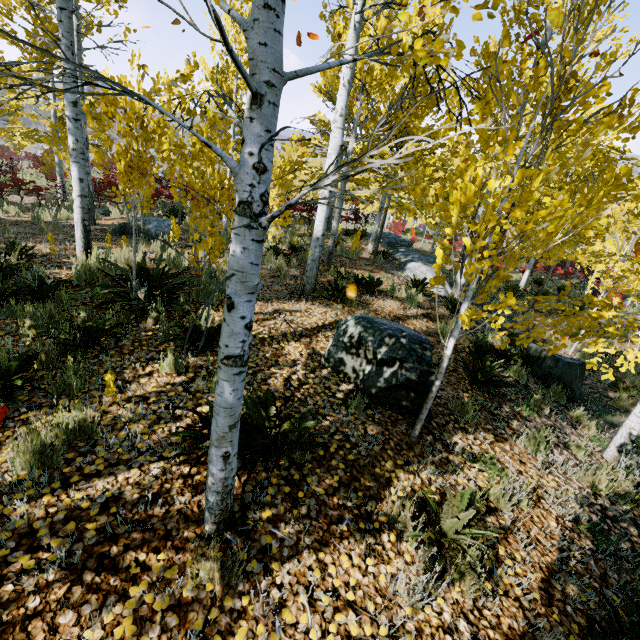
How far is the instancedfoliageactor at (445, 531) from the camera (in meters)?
2.28

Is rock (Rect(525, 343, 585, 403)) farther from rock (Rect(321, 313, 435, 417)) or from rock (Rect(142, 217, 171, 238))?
rock (Rect(142, 217, 171, 238))

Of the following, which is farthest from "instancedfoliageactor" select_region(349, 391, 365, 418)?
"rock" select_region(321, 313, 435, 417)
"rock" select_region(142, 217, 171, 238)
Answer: "rock" select_region(321, 313, 435, 417)

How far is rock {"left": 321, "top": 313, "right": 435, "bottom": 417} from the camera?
3.9m

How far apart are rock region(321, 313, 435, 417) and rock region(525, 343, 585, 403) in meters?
3.6

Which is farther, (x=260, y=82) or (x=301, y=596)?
(x=301, y=596)

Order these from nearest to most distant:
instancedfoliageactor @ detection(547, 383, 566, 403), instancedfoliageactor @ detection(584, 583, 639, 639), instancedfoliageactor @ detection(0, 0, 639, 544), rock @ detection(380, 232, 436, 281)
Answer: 1. instancedfoliageactor @ detection(0, 0, 639, 544)
2. instancedfoliageactor @ detection(584, 583, 639, 639)
3. instancedfoliageactor @ detection(547, 383, 566, 403)
4. rock @ detection(380, 232, 436, 281)

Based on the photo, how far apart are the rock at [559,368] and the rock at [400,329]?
3.6m
